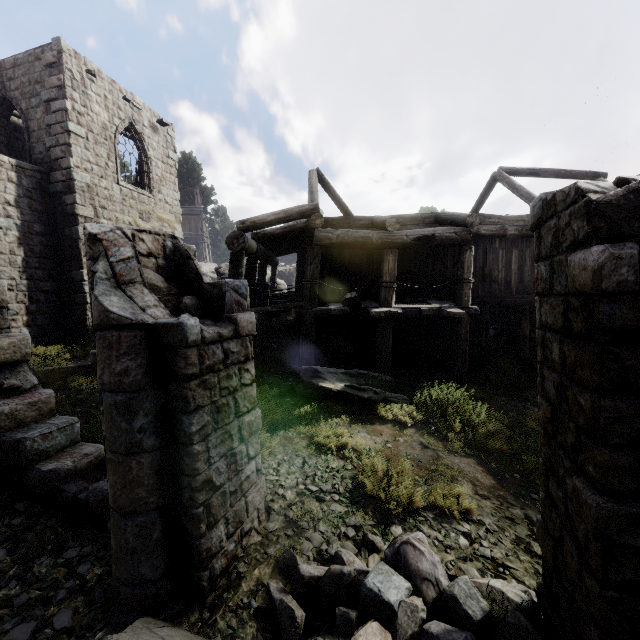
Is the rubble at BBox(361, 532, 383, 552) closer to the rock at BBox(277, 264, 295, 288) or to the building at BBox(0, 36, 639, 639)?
the building at BBox(0, 36, 639, 639)

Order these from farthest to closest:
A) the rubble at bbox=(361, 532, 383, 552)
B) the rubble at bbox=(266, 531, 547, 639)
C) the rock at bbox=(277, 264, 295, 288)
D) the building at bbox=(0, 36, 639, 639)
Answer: the rock at bbox=(277, 264, 295, 288) → the rubble at bbox=(361, 532, 383, 552) → the rubble at bbox=(266, 531, 547, 639) → the building at bbox=(0, 36, 639, 639)

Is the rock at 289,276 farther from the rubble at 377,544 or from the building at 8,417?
the rubble at 377,544

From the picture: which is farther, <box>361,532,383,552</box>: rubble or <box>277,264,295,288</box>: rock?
<box>277,264,295,288</box>: rock

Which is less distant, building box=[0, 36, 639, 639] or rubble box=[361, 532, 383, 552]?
building box=[0, 36, 639, 639]

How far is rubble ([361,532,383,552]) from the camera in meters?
4.1 m

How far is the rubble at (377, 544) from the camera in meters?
4.1

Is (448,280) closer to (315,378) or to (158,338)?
(315,378)
